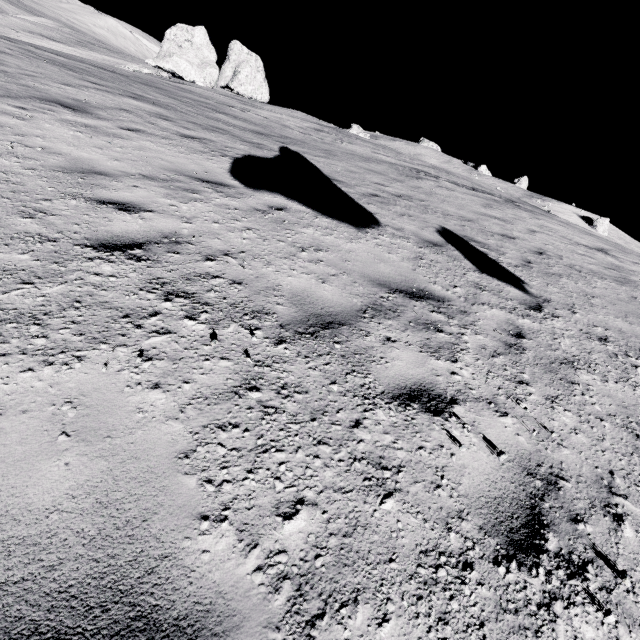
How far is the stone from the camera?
34.4m

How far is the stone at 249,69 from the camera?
34.4 meters

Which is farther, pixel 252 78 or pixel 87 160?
pixel 252 78
